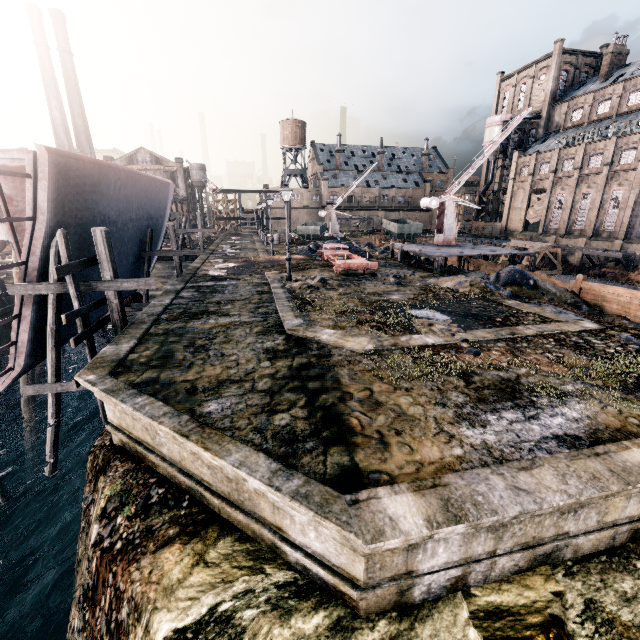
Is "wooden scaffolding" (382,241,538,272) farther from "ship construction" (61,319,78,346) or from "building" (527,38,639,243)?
"building" (527,38,639,243)

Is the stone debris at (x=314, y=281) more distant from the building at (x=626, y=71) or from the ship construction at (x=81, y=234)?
the building at (x=626, y=71)

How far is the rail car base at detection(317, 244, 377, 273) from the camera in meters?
22.0 m

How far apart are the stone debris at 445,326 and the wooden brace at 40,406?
22.3 meters

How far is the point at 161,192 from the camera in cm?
2292

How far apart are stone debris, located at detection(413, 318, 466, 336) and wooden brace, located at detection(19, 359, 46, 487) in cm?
2233

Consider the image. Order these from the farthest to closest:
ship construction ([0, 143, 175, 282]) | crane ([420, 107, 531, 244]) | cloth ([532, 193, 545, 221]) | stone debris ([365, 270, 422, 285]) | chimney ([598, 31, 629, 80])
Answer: cloth ([532, 193, 545, 221]) < chimney ([598, 31, 629, 80]) < crane ([420, 107, 531, 244]) < stone debris ([365, 270, 422, 285]) < ship construction ([0, 143, 175, 282])

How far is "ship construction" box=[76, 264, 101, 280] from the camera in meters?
15.2 m
